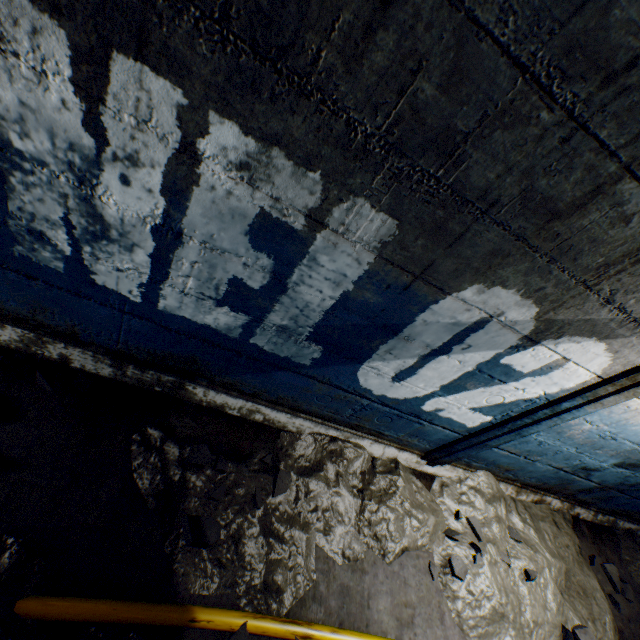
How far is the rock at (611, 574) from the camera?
3.20m

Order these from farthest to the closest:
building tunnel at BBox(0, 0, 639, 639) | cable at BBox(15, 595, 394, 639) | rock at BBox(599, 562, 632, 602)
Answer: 1. rock at BBox(599, 562, 632, 602)
2. cable at BBox(15, 595, 394, 639)
3. building tunnel at BBox(0, 0, 639, 639)

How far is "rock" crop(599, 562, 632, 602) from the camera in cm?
320

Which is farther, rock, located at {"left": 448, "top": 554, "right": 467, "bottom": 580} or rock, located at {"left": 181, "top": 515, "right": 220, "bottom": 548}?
rock, located at {"left": 448, "top": 554, "right": 467, "bottom": 580}

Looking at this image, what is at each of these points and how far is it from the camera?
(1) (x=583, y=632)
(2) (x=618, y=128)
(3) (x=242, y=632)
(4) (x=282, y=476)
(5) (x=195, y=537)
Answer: (1) rock, 2.6m
(2) building tunnel, 0.9m
(3) rock, 1.6m
(4) rock, 2.0m
(5) rock, 1.7m

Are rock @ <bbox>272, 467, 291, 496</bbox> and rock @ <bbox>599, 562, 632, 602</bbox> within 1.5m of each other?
no

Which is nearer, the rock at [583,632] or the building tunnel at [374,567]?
the building tunnel at [374,567]

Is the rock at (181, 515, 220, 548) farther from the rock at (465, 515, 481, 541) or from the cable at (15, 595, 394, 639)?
the rock at (465, 515, 481, 541)
